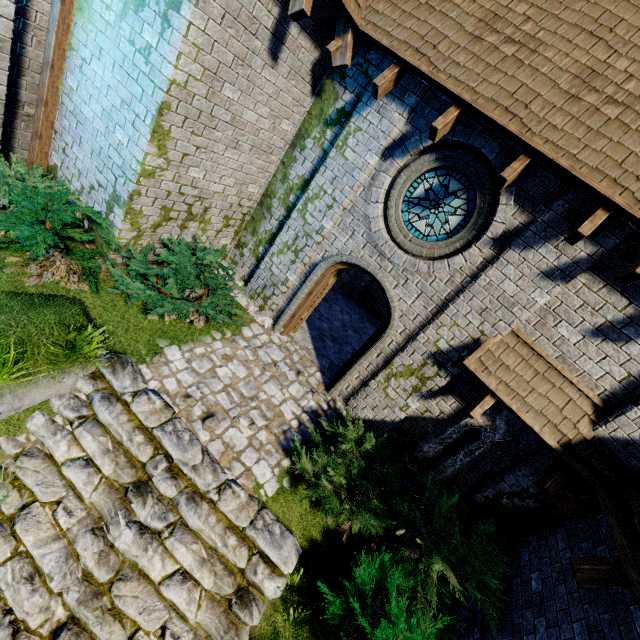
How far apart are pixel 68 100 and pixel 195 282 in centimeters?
402cm

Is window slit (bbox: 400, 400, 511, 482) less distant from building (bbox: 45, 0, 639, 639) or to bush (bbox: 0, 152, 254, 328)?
building (bbox: 45, 0, 639, 639)

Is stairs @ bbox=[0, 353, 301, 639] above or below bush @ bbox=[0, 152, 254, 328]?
below

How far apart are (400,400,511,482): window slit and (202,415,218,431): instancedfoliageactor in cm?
400

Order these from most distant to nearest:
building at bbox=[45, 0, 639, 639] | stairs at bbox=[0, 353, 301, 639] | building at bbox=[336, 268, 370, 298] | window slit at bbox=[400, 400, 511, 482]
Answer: building at bbox=[336, 268, 370, 298], window slit at bbox=[400, 400, 511, 482], building at bbox=[45, 0, 639, 639], stairs at bbox=[0, 353, 301, 639]

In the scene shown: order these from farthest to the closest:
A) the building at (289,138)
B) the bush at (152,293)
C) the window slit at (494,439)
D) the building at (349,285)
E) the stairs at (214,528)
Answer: the building at (349,285) < the window slit at (494,439) < the bush at (152,293) < the building at (289,138) < the stairs at (214,528)

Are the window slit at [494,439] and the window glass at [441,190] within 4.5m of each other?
yes

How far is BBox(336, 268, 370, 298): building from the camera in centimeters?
1238cm
